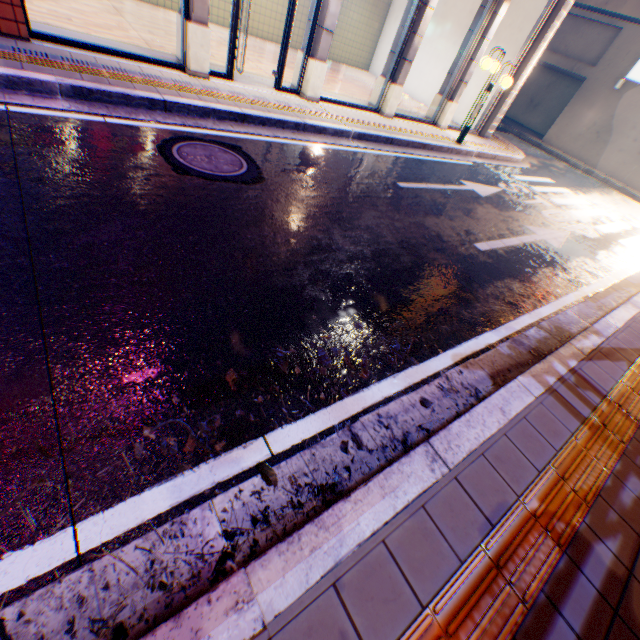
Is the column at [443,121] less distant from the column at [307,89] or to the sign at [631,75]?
the column at [307,89]

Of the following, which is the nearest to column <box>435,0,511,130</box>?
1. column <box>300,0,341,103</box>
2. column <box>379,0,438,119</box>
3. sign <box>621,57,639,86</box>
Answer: column <box>379,0,438,119</box>

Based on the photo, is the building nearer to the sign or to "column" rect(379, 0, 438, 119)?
the sign

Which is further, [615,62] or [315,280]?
[615,62]

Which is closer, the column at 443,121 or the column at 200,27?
the column at 200,27

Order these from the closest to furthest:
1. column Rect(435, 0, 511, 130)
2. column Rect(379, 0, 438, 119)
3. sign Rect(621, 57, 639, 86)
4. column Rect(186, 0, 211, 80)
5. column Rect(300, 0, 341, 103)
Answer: column Rect(186, 0, 211, 80)
column Rect(300, 0, 341, 103)
column Rect(379, 0, 438, 119)
column Rect(435, 0, 511, 130)
sign Rect(621, 57, 639, 86)

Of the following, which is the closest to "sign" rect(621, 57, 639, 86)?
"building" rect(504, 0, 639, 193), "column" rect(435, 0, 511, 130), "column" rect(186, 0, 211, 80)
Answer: "building" rect(504, 0, 639, 193)

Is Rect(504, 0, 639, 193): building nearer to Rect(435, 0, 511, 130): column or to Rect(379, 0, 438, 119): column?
Rect(435, 0, 511, 130): column
